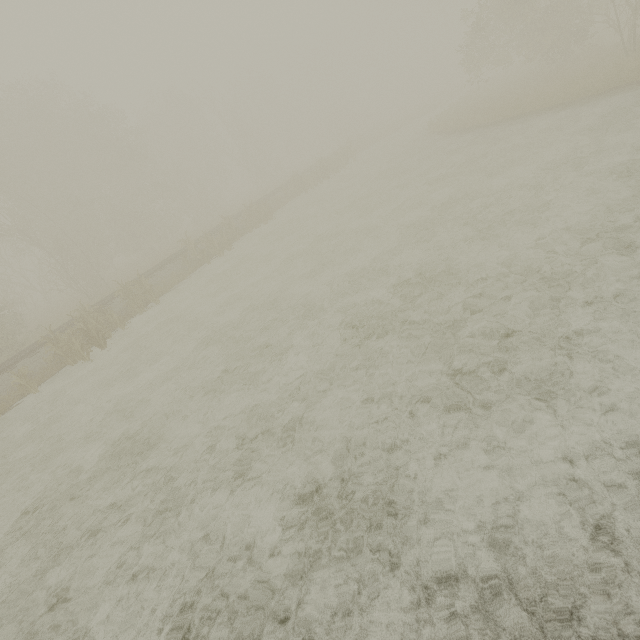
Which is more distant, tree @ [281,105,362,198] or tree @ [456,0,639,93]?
tree @ [281,105,362,198]

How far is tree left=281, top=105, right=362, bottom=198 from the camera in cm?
2783

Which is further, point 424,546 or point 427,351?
point 427,351

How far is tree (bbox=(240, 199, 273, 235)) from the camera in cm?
2196

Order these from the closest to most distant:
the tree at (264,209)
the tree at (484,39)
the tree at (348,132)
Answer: the tree at (484,39) → the tree at (264,209) → the tree at (348,132)

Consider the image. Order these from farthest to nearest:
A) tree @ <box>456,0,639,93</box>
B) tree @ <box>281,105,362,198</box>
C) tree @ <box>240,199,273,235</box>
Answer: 1. tree @ <box>281,105,362,198</box>
2. tree @ <box>240,199,273,235</box>
3. tree @ <box>456,0,639,93</box>

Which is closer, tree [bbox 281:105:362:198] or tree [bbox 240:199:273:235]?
tree [bbox 240:199:273:235]

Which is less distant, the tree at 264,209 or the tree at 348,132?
the tree at 264,209
